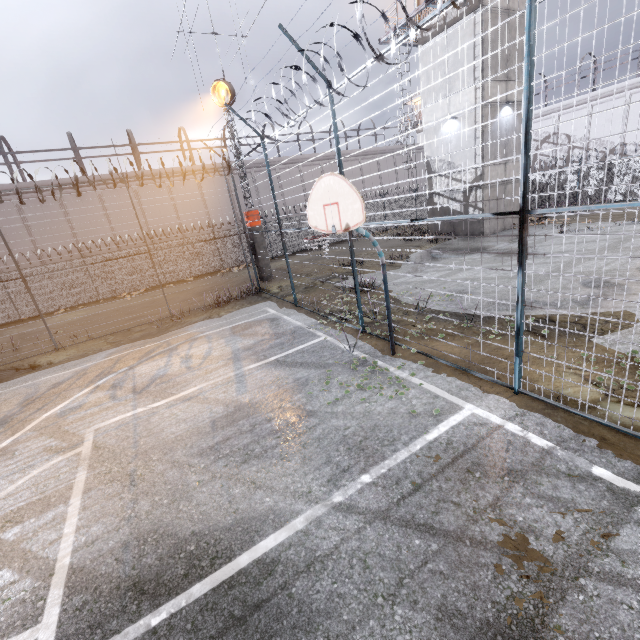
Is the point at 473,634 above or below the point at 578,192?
below

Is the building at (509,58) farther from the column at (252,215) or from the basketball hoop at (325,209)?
the basketball hoop at (325,209)

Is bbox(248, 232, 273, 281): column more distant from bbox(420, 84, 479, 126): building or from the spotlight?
bbox(420, 84, 479, 126): building

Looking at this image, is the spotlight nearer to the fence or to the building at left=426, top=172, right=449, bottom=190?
the fence

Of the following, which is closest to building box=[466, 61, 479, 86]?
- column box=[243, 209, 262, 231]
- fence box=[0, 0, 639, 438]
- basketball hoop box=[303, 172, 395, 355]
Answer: fence box=[0, 0, 639, 438]

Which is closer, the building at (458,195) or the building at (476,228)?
the building at (458,195)

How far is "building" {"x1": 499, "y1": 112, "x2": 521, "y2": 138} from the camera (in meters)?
17.55
